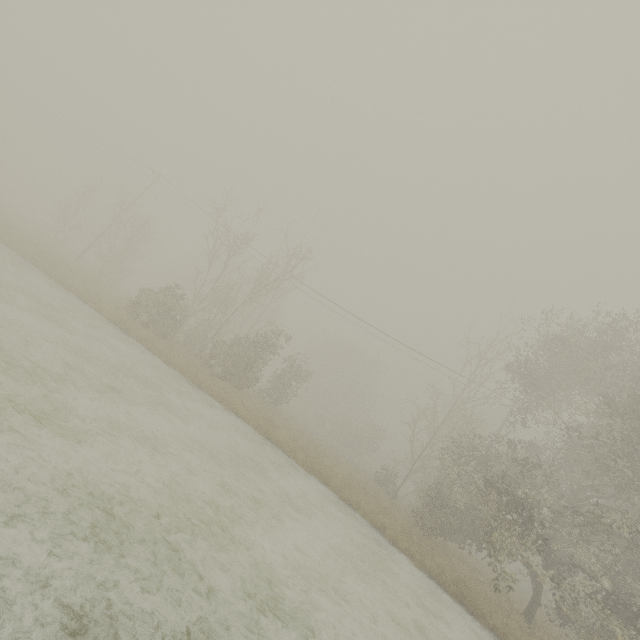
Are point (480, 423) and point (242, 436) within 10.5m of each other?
no
